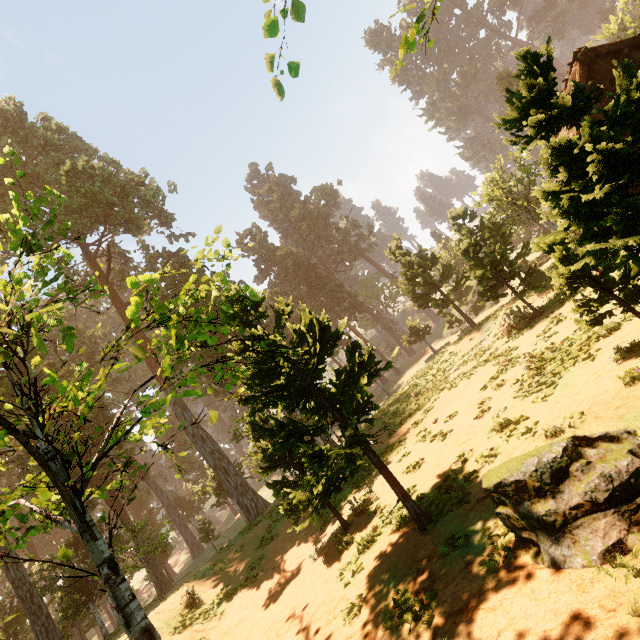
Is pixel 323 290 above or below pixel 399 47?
above

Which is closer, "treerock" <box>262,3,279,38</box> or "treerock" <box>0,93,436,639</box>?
"treerock" <box>262,3,279,38</box>

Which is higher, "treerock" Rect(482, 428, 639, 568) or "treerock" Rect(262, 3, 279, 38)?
"treerock" Rect(262, 3, 279, 38)

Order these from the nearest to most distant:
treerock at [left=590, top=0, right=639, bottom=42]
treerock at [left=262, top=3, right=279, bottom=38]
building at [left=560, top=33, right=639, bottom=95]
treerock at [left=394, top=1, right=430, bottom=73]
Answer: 1. treerock at [left=262, top=3, right=279, bottom=38]
2. treerock at [left=394, top=1, right=430, bottom=73]
3. building at [left=560, top=33, right=639, bottom=95]
4. treerock at [left=590, top=0, right=639, bottom=42]

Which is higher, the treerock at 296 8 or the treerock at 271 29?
the treerock at 271 29

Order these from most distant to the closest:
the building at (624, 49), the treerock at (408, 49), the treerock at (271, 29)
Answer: the building at (624, 49), the treerock at (408, 49), the treerock at (271, 29)
